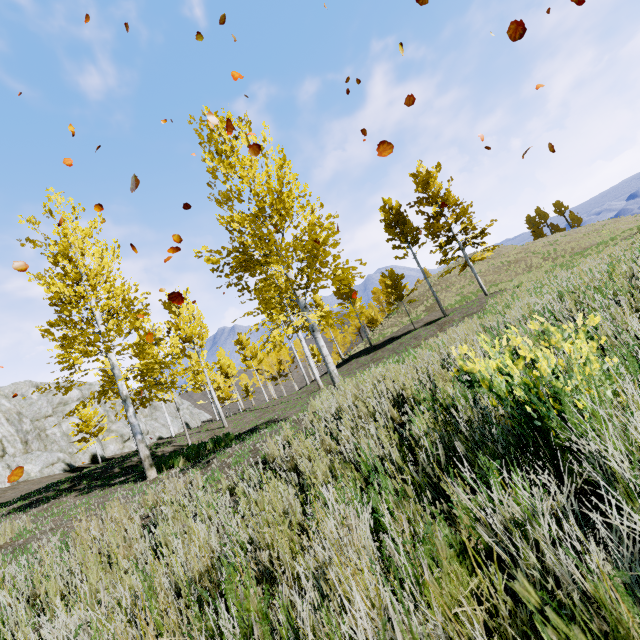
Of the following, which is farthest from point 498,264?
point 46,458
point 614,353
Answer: point 46,458

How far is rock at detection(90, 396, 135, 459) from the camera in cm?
3522

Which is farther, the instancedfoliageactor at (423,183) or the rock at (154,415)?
the rock at (154,415)

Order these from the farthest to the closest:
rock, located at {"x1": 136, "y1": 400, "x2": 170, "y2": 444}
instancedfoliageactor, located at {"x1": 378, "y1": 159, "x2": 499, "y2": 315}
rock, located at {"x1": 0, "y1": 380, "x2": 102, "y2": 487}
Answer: rock, located at {"x1": 136, "y1": 400, "x2": 170, "y2": 444} → rock, located at {"x1": 0, "y1": 380, "x2": 102, "y2": 487} → instancedfoliageactor, located at {"x1": 378, "y1": 159, "x2": 499, "y2": 315}

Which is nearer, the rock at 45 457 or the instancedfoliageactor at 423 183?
the instancedfoliageactor at 423 183

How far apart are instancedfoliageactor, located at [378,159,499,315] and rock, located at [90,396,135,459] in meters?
39.4

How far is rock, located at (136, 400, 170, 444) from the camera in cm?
4209

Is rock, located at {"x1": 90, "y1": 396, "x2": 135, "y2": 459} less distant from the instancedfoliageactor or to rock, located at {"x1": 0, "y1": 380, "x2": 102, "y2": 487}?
rock, located at {"x1": 0, "y1": 380, "x2": 102, "y2": 487}
